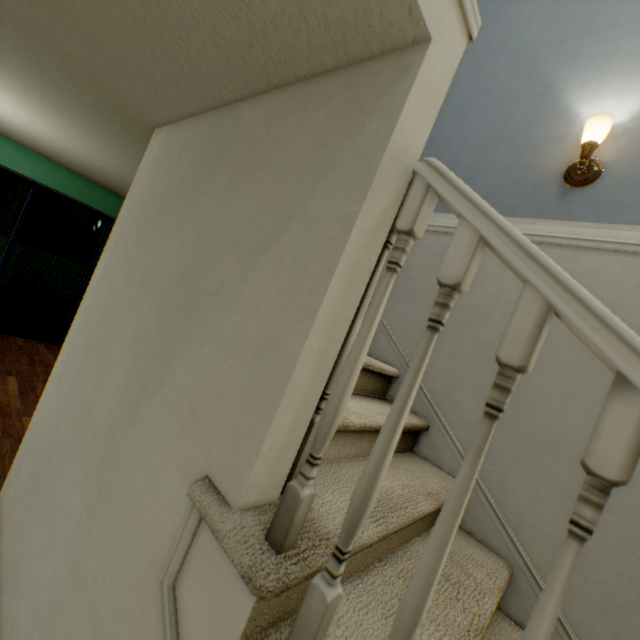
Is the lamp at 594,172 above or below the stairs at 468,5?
A: above

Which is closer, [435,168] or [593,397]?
[435,168]

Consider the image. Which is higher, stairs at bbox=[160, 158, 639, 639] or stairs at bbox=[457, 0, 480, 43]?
stairs at bbox=[457, 0, 480, 43]

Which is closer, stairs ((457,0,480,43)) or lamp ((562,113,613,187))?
stairs ((457,0,480,43))

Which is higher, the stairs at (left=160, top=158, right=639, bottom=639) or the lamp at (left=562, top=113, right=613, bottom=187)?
the lamp at (left=562, top=113, right=613, bottom=187)

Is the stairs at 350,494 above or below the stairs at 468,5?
below

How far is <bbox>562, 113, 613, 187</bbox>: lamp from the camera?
1.4 meters
